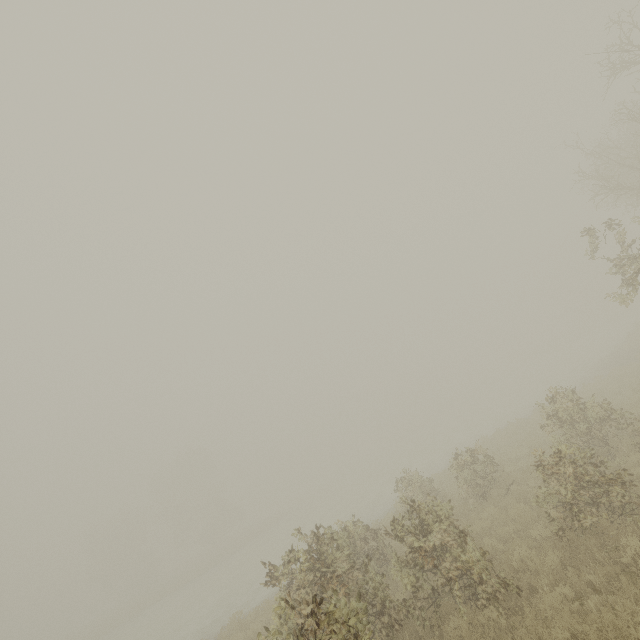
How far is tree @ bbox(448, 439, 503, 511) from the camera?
12.00m

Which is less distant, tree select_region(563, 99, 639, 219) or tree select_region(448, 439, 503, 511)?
tree select_region(448, 439, 503, 511)

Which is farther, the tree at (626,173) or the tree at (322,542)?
the tree at (626,173)

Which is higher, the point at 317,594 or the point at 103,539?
the point at 103,539
